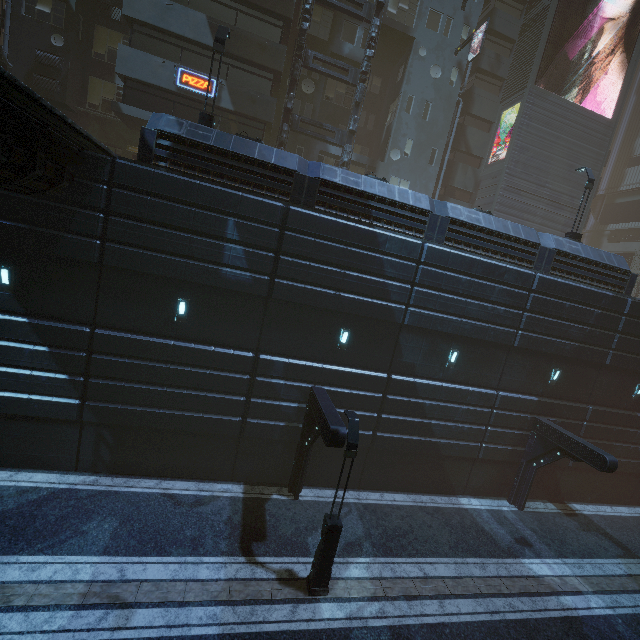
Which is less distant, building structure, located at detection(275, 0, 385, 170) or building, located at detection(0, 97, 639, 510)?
building, located at detection(0, 97, 639, 510)

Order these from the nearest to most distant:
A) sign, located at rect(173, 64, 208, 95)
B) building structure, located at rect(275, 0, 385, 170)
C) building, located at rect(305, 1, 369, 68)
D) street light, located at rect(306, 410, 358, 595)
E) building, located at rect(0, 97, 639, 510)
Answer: street light, located at rect(306, 410, 358, 595), building, located at rect(0, 97, 639, 510), sign, located at rect(173, 64, 208, 95), building structure, located at rect(275, 0, 385, 170), building, located at rect(305, 1, 369, 68)

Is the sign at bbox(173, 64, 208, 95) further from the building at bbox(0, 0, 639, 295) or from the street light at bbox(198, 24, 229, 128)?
the street light at bbox(198, 24, 229, 128)

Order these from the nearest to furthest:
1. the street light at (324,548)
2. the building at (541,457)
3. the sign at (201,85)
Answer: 1. the street light at (324,548)
2. the building at (541,457)
3. the sign at (201,85)

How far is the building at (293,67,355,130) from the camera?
22.92m

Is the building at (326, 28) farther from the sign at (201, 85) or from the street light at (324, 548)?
the street light at (324, 548)

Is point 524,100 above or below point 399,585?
above

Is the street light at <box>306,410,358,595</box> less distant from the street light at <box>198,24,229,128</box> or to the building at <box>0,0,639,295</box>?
the building at <box>0,0,639,295</box>
